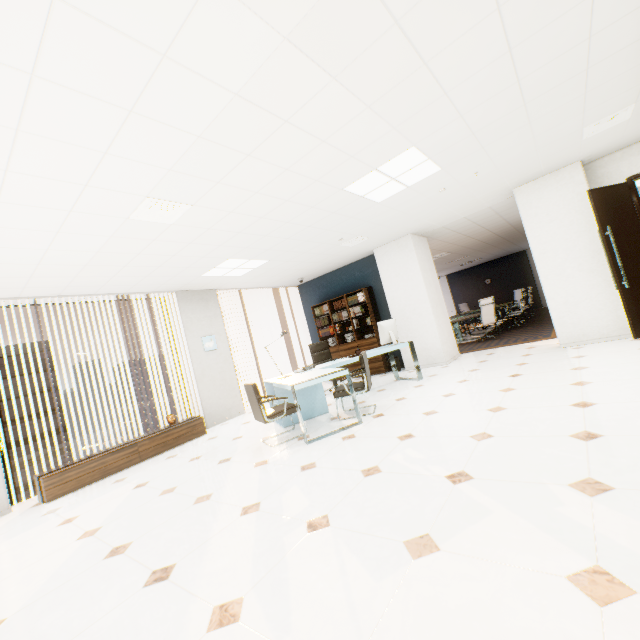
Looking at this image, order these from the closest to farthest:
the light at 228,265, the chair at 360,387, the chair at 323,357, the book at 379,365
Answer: the chair at 360,387 → the light at 228,265 → the chair at 323,357 → the book at 379,365

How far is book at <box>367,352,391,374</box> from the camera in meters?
7.9 m

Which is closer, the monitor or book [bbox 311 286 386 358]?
the monitor

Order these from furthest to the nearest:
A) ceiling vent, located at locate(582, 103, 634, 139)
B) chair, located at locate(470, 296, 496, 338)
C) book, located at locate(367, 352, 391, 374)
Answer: chair, located at locate(470, 296, 496, 338), book, located at locate(367, 352, 391, 374), ceiling vent, located at locate(582, 103, 634, 139)

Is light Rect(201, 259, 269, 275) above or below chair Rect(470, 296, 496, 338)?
above

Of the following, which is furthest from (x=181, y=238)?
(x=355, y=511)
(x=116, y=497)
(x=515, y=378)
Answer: (x=515, y=378)

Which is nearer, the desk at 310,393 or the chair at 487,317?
the desk at 310,393

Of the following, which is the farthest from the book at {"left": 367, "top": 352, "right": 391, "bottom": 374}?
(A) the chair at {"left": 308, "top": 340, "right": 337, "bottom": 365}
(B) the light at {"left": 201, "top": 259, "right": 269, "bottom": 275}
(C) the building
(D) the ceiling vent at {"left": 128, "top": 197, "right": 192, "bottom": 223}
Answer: (C) the building
